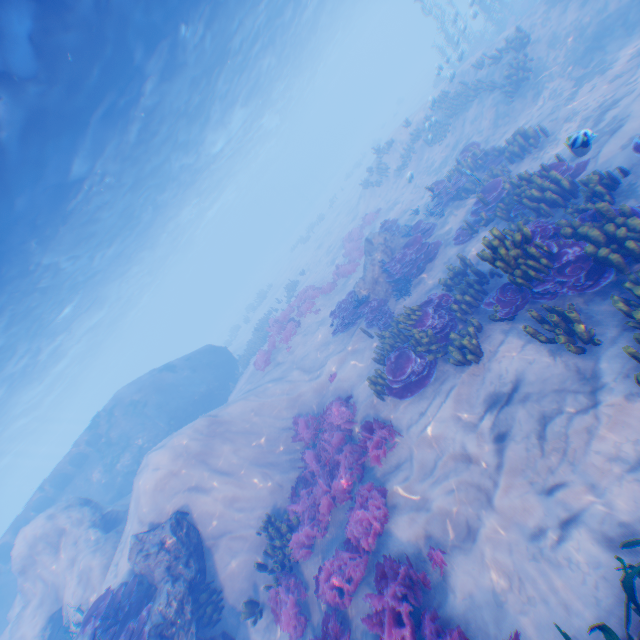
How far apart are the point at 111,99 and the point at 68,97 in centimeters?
223cm

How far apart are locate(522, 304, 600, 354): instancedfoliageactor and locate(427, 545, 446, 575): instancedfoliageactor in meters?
A: 4.5 m

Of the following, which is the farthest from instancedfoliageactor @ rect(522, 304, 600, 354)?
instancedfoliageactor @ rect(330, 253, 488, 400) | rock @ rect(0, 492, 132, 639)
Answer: rock @ rect(0, 492, 132, 639)

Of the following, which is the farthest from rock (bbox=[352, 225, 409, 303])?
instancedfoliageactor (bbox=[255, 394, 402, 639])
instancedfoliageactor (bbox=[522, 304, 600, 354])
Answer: instancedfoliageactor (bbox=[522, 304, 600, 354])

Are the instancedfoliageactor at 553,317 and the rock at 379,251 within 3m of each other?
no

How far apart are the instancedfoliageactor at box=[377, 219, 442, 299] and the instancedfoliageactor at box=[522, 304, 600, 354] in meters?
6.3 m

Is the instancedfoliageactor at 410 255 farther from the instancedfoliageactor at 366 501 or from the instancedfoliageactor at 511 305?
the instancedfoliageactor at 366 501

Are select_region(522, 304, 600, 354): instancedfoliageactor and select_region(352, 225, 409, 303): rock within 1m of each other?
no
